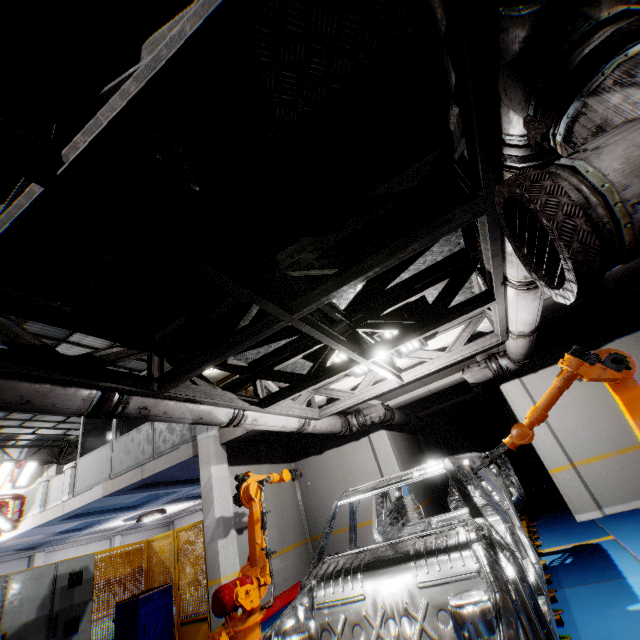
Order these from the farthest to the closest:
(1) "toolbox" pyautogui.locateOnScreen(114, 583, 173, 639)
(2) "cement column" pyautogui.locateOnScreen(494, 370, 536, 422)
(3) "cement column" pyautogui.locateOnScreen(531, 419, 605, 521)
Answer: (2) "cement column" pyautogui.locateOnScreen(494, 370, 536, 422)
(3) "cement column" pyautogui.locateOnScreen(531, 419, 605, 521)
(1) "toolbox" pyautogui.locateOnScreen(114, 583, 173, 639)

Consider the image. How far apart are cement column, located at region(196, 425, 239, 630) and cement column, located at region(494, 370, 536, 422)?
7.45m

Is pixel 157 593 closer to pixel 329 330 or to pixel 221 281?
pixel 329 330

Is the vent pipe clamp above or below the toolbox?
above

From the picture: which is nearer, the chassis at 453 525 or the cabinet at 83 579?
the chassis at 453 525

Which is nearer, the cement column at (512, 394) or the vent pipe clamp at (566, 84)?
the vent pipe clamp at (566, 84)

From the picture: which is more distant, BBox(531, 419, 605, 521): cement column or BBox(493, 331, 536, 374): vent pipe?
BBox(531, 419, 605, 521): cement column

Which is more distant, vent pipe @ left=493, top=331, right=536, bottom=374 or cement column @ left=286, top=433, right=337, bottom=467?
cement column @ left=286, top=433, right=337, bottom=467
